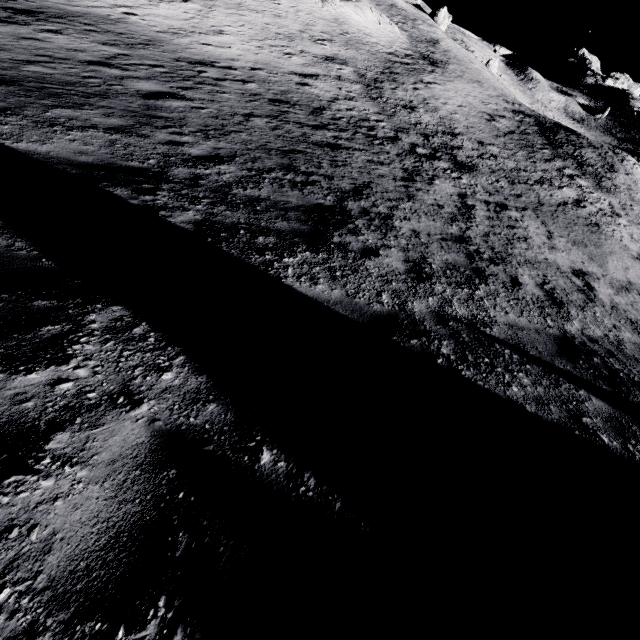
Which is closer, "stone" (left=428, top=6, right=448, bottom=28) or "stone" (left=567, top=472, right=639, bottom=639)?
"stone" (left=567, top=472, right=639, bottom=639)

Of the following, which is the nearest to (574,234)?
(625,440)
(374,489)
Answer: (625,440)

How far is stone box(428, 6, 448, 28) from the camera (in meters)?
57.44

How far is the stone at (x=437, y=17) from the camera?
57.44m

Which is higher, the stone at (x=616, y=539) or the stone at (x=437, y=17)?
the stone at (x=437, y=17)

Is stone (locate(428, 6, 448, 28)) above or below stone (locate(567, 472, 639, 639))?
above
